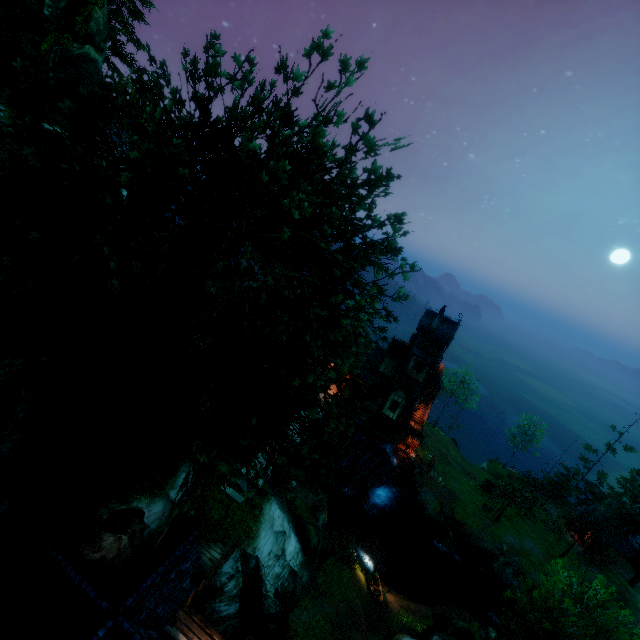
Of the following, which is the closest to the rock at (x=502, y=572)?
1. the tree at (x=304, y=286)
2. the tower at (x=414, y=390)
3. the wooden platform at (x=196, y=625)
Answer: the tree at (x=304, y=286)

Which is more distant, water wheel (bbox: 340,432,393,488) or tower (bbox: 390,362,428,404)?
tower (bbox: 390,362,428,404)

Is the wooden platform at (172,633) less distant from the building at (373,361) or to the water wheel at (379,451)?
the water wheel at (379,451)

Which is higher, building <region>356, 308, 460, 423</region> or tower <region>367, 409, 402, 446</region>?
building <region>356, 308, 460, 423</region>

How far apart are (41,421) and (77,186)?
10.41m

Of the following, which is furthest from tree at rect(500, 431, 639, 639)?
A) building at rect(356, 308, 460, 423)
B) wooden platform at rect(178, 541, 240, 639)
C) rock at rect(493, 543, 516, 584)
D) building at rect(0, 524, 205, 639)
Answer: building at rect(356, 308, 460, 423)

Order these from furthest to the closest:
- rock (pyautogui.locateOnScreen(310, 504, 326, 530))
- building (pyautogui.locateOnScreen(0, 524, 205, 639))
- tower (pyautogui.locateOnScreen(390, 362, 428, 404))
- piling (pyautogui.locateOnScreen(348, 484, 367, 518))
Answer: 1. tower (pyautogui.locateOnScreen(390, 362, 428, 404))
2. piling (pyautogui.locateOnScreen(348, 484, 367, 518))
3. rock (pyautogui.locateOnScreen(310, 504, 326, 530))
4. building (pyautogui.locateOnScreen(0, 524, 205, 639))

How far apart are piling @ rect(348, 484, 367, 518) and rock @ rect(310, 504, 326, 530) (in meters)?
9.12
